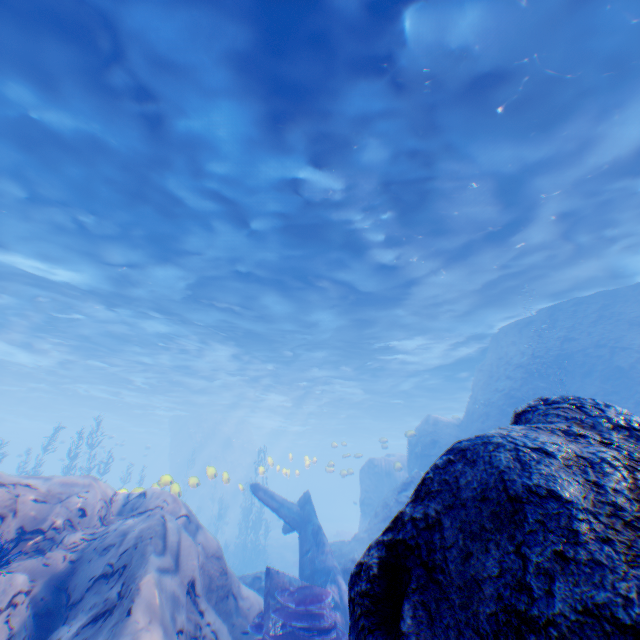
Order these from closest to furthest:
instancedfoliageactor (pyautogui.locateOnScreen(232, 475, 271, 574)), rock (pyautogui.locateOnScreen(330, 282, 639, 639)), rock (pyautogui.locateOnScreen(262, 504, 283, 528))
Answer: rock (pyautogui.locateOnScreen(330, 282, 639, 639))
instancedfoliageactor (pyautogui.locateOnScreen(232, 475, 271, 574))
rock (pyautogui.locateOnScreen(262, 504, 283, 528))

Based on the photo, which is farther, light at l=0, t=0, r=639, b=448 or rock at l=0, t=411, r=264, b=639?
light at l=0, t=0, r=639, b=448

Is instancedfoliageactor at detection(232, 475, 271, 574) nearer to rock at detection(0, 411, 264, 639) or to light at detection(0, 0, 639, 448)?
rock at detection(0, 411, 264, 639)

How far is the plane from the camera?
7.1 meters

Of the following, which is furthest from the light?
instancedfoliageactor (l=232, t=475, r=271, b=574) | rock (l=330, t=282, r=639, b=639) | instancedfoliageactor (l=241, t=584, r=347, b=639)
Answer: instancedfoliageactor (l=232, t=475, r=271, b=574)

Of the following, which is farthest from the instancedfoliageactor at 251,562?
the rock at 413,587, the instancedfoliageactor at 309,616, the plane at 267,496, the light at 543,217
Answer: the instancedfoliageactor at 309,616

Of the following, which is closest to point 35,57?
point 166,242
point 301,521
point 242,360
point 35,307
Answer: point 166,242

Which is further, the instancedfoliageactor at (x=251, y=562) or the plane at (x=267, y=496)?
the instancedfoliageactor at (x=251, y=562)
